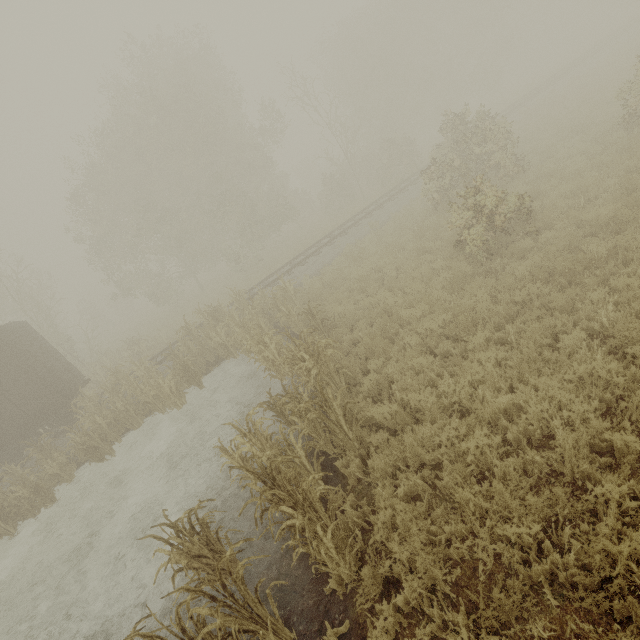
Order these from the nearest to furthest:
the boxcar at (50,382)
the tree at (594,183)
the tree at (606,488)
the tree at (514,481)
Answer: the tree at (514,481)
the tree at (606,488)
the tree at (594,183)
the boxcar at (50,382)

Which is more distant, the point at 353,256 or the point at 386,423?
the point at 353,256

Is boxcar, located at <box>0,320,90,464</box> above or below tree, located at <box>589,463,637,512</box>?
above

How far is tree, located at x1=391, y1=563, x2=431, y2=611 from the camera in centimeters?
375cm

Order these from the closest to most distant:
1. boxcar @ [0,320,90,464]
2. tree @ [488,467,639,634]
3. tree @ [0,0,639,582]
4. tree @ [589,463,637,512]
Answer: tree @ [488,467,639,634], tree @ [589,463,637,512], tree @ [0,0,639,582], boxcar @ [0,320,90,464]

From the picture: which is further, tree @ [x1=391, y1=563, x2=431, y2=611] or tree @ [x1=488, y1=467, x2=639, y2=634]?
tree @ [x1=391, y1=563, x2=431, y2=611]

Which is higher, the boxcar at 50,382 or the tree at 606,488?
the boxcar at 50,382
